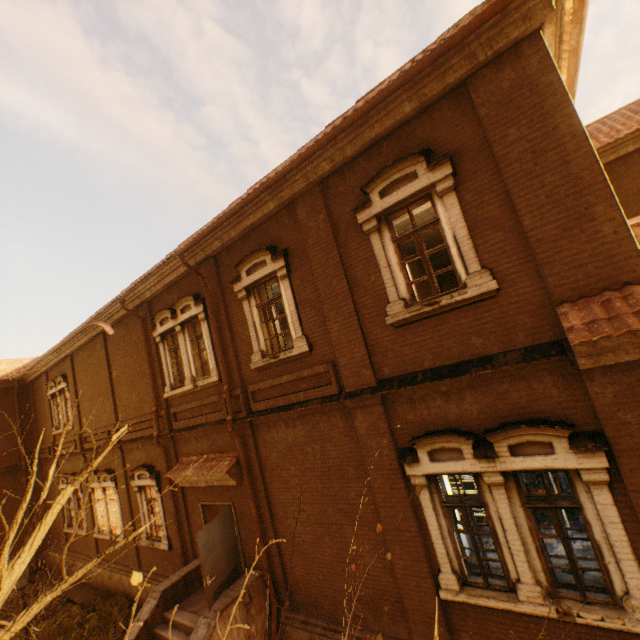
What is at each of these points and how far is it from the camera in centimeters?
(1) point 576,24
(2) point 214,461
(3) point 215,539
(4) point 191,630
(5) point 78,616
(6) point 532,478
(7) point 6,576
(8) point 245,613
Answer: (1) gutter, 519cm
(2) awning, 941cm
(3) door, 832cm
(4) stairs, 788cm
(5) instancedfoliageactor, 1202cm
(6) book, 879cm
(7) tree, 338cm
(8) stairs, 780cm

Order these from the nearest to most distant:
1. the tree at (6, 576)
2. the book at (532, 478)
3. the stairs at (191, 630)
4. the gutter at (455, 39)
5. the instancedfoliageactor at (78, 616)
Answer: the tree at (6, 576)
the gutter at (455, 39)
the stairs at (191, 630)
the book at (532, 478)
the instancedfoliageactor at (78, 616)

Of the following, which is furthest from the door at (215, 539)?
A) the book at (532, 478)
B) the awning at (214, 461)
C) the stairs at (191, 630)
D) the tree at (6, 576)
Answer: the book at (532, 478)

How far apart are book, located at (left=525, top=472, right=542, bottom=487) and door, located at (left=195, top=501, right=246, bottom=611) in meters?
8.0 m

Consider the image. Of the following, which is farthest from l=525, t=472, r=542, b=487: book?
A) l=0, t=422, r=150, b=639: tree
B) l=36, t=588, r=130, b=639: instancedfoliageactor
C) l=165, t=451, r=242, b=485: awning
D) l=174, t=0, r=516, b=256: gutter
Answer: l=36, t=588, r=130, b=639: instancedfoliageactor

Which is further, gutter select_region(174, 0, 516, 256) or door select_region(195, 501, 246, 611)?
door select_region(195, 501, 246, 611)

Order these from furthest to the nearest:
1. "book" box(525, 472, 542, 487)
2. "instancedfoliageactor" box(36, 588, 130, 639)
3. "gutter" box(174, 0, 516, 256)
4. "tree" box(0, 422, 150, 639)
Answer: "instancedfoliageactor" box(36, 588, 130, 639), "book" box(525, 472, 542, 487), "gutter" box(174, 0, 516, 256), "tree" box(0, 422, 150, 639)

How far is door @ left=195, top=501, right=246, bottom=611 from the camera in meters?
7.8
